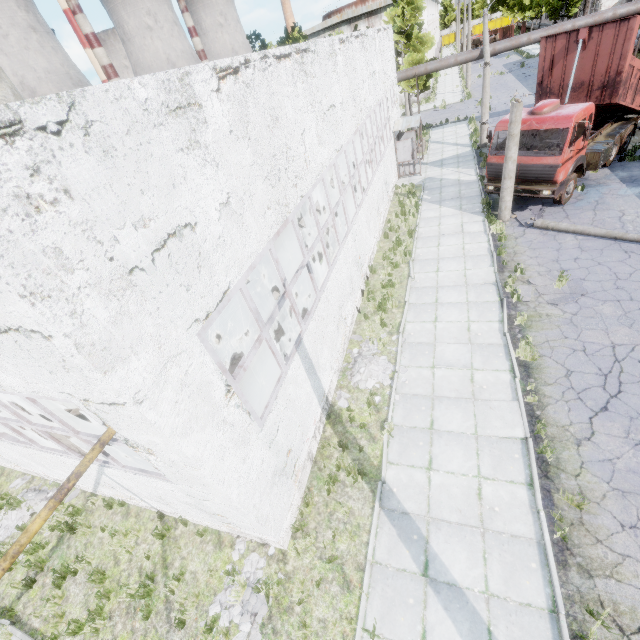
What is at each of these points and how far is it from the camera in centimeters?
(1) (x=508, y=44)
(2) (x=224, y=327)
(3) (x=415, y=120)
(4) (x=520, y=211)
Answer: (1) pipe, 1983cm
(2) boiler tank, 1310cm
(3) awning, 1986cm
(4) asphalt debris, 1454cm

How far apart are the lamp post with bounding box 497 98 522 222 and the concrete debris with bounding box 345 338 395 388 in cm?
780

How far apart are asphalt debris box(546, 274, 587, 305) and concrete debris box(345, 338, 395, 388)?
4.1 meters

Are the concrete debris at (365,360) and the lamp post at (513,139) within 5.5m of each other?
no

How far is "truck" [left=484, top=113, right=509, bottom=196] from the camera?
13.3 meters

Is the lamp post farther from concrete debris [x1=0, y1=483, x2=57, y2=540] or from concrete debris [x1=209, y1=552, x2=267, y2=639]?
concrete debris [x1=0, y1=483, x2=57, y2=540]

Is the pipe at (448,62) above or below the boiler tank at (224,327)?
above

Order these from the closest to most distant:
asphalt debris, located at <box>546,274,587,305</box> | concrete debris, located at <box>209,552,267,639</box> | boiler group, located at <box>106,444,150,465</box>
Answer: concrete debris, located at <box>209,552,267,639</box> → boiler group, located at <box>106,444,150,465</box> → asphalt debris, located at <box>546,274,587,305</box>
